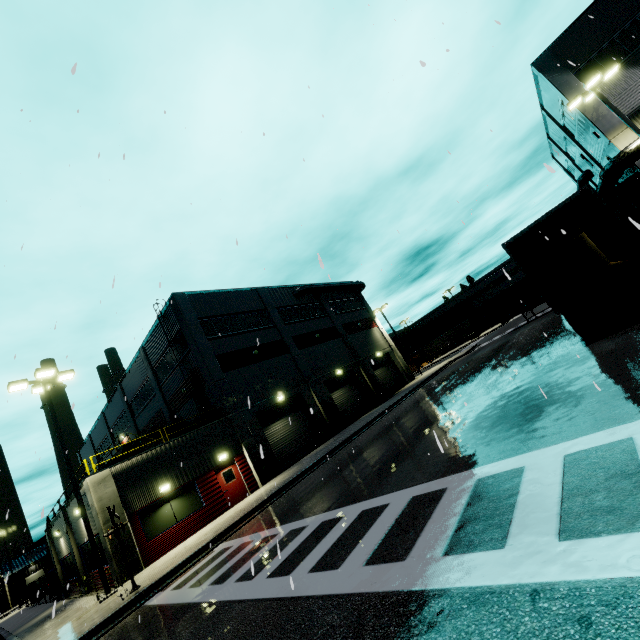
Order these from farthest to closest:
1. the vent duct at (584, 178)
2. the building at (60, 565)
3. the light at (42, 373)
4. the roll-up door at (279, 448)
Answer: the vent duct at (584, 178)
the roll-up door at (279, 448)
the building at (60, 565)
the light at (42, 373)

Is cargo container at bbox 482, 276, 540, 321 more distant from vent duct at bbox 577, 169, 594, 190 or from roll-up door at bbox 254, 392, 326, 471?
vent duct at bbox 577, 169, 594, 190

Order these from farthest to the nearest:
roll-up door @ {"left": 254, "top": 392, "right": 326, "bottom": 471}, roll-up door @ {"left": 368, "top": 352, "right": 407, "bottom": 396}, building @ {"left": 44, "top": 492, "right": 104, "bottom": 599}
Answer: roll-up door @ {"left": 368, "top": 352, "right": 407, "bottom": 396}, roll-up door @ {"left": 254, "top": 392, "right": 326, "bottom": 471}, building @ {"left": 44, "top": 492, "right": 104, "bottom": 599}

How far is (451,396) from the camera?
14.70m

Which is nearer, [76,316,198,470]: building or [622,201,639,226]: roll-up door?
[76,316,198,470]: building

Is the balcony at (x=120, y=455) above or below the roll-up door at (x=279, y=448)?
above

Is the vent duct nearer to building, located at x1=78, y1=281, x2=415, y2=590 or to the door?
building, located at x1=78, y1=281, x2=415, y2=590

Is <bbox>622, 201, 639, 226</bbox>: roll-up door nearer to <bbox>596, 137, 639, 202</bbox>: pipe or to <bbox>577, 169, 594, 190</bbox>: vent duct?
<bbox>596, 137, 639, 202</bbox>: pipe
